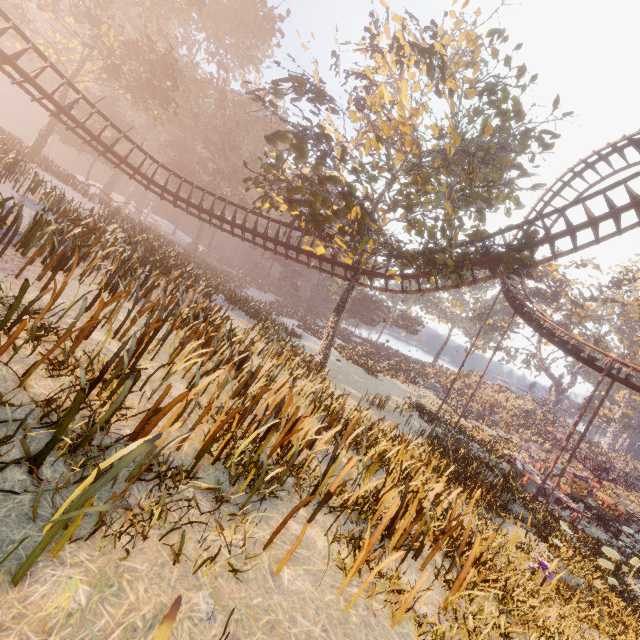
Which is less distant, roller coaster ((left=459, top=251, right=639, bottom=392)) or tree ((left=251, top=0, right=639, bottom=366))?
tree ((left=251, top=0, right=639, bottom=366))

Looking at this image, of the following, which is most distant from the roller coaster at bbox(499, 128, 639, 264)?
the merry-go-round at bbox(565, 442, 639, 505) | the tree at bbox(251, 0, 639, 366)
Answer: the merry-go-round at bbox(565, 442, 639, 505)

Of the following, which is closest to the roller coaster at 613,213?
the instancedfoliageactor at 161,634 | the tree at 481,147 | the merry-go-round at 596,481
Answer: the tree at 481,147

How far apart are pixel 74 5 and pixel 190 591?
40.51m

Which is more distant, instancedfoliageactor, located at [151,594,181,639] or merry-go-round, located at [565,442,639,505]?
merry-go-round, located at [565,442,639,505]

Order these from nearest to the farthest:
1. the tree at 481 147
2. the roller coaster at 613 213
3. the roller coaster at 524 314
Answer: the tree at 481 147 → the roller coaster at 613 213 → the roller coaster at 524 314

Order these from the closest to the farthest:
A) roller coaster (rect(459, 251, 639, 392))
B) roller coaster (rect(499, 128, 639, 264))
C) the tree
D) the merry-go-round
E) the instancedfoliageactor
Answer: the instancedfoliageactor < the tree < roller coaster (rect(499, 128, 639, 264)) < roller coaster (rect(459, 251, 639, 392)) < the merry-go-round

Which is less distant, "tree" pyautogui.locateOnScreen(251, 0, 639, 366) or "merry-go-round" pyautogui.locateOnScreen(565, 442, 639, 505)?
"tree" pyautogui.locateOnScreen(251, 0, 639, 366)
